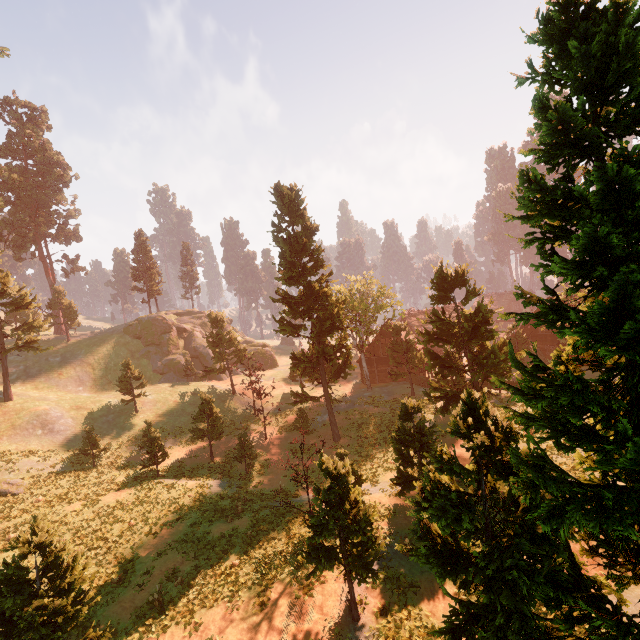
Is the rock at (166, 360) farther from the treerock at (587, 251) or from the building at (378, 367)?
the building at (378, 367)

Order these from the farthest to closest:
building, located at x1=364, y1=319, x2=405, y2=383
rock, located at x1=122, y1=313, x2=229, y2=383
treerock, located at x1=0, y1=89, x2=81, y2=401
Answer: rock, located at x1=122, y1=313, x2=229, y2=383
building, located at x1=364, y1=319, x2=405, y2=383
treerock, located at x1=0, y1=89, x2=81, y2=401

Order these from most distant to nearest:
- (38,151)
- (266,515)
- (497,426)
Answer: (38,151), (266,515), (497,426)

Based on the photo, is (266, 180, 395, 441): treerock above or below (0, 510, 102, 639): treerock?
above

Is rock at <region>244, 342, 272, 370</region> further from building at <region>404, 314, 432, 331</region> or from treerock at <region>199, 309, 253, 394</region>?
building at <region>404, 314, 432, 331</region>

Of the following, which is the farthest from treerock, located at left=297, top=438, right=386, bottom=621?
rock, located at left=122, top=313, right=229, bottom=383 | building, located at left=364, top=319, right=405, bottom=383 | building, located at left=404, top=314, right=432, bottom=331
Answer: rock, located at left=122, top=313, right=229, bottom=383

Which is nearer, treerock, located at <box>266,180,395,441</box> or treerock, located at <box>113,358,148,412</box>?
treerock, located at <box>266,180,395,441</box>

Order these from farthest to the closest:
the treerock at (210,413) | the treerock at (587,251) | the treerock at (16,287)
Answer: the treerock at (16,287)
the treerock at (210,413)
the treerock at (587,251)
